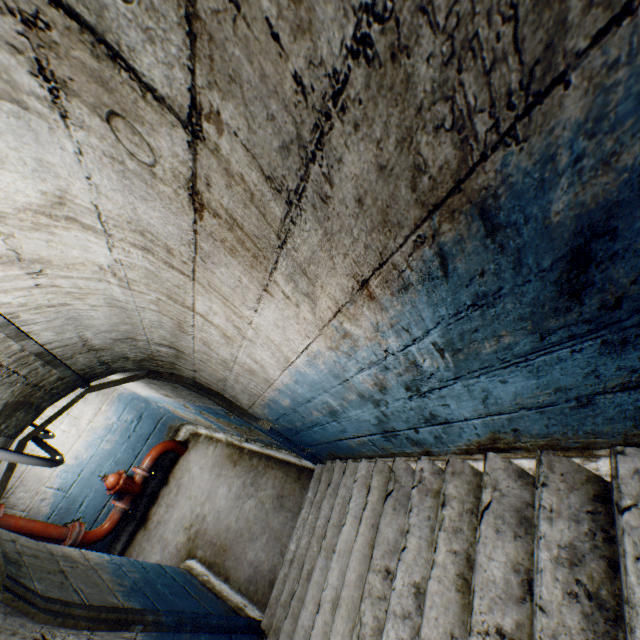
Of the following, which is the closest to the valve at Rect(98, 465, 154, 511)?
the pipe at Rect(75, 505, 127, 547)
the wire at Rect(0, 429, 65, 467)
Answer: the pipe at Rect(75, 505, 127, 547)

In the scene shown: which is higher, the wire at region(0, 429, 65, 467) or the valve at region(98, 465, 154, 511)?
the wire at region(0, 429, 65, 467)

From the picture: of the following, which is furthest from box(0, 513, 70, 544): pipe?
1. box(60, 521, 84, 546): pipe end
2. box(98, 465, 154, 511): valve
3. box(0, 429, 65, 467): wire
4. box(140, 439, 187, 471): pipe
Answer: box(0, 429, 65, 467): wire

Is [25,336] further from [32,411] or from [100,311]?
[32,411]

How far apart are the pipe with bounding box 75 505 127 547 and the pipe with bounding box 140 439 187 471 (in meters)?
0.67

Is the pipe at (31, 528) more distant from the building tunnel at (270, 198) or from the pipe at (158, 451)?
the pipe at (158, 451)

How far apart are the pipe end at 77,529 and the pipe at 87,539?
0.1 meters

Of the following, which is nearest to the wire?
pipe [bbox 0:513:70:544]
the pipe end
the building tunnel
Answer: the building tunnel
